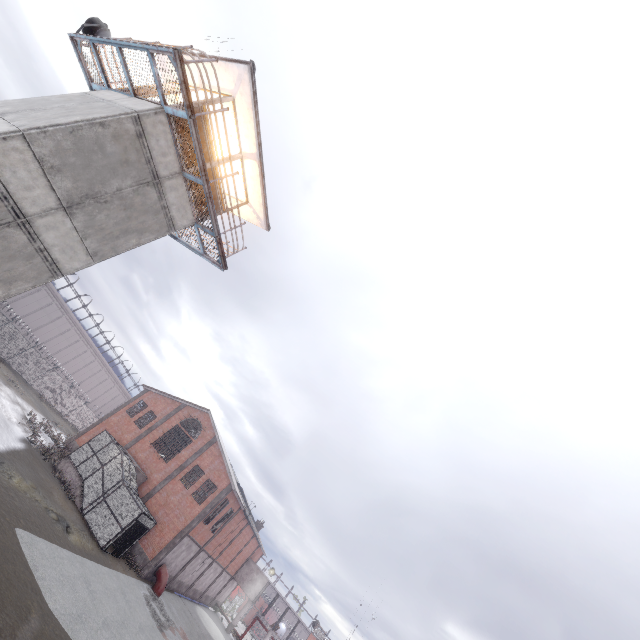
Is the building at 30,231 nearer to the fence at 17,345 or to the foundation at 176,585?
the fence at 17,345

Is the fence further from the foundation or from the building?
the foundation

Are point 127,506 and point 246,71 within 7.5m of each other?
no

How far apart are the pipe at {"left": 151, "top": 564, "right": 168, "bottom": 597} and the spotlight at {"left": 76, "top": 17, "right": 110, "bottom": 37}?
34.67m

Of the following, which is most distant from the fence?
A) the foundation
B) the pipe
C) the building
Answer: the pipe

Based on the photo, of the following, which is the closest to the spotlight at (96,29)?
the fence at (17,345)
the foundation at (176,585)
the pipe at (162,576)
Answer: the fence at (17,345)

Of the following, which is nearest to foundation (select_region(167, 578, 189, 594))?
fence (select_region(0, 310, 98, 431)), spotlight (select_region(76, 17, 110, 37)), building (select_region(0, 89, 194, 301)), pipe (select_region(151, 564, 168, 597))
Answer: pipe (select_region(151, 564, 168, 597))

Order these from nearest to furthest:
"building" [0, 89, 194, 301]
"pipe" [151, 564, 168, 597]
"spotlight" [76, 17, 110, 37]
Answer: "building" [0, 89, 194, 301] → "spotlight" [76, 17, 110, 37] → "pipe" [151, 564, 168, 597]
